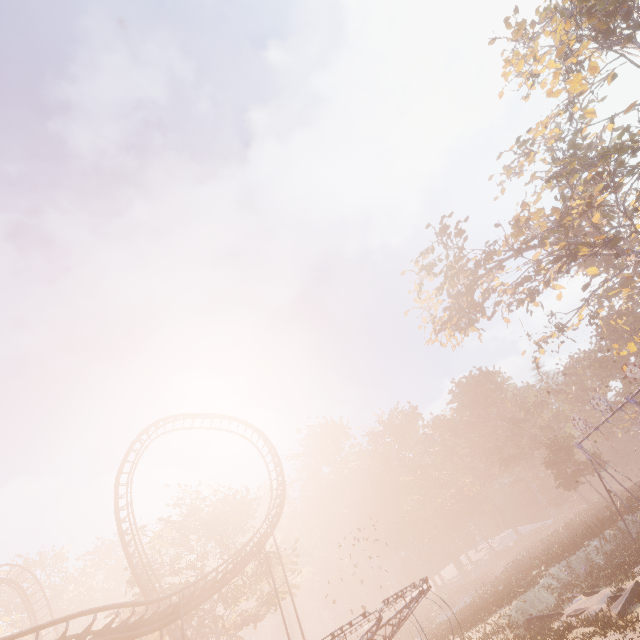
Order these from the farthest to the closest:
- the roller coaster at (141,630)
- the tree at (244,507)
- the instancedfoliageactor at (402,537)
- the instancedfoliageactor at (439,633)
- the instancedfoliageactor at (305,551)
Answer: the instancedfoliageactor at (402,537)
the instancedfoliageactor at (305,551)
the tree at (244,507)
the instancedfoliageactor at (439,633)
the roller coaster at (141,630)

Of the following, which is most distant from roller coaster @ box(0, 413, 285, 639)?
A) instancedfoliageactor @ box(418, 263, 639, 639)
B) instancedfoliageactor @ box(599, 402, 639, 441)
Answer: instancedfoliageactor @ box(599, 402, 639, 441)

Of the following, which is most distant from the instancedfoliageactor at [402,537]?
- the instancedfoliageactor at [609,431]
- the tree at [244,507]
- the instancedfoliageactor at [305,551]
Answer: the tree at [244,507]

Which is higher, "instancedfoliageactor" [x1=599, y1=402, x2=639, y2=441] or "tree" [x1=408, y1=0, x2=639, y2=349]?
"tree" [x1=408, y1=0, x2=639, y2=349]

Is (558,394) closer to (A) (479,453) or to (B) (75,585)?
(A) (479,453)

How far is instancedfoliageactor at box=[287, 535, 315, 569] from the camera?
56.4 meters

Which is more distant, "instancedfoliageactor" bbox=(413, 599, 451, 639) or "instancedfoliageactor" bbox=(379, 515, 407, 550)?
"instancedfoliageactor" bbox=(379, 515, 407, 550)

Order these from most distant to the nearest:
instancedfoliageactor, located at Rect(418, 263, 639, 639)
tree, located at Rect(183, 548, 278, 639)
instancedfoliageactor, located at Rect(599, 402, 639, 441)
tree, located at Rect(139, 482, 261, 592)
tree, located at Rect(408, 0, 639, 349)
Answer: instancedfoliageactor, located at Rect(599, 402, 639, 441), tree, located at Rect(139, 482, 261, 592), tree, located at Rect(183, 548, 278, 639), tree, located at Rect(408, 0, 639, 349), instancedfoliageactor, located at Rect(418, 263, 639, 639)
